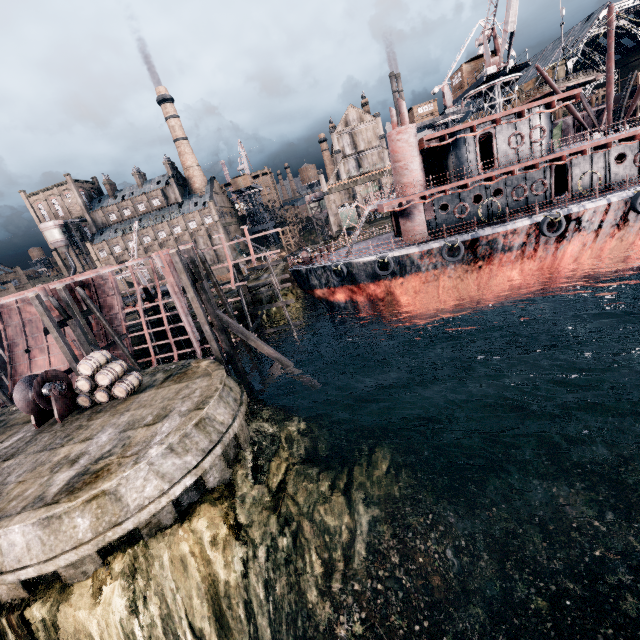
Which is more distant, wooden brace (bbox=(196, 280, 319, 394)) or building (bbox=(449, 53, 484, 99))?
building (bbox=(449, 53, 484, 99))

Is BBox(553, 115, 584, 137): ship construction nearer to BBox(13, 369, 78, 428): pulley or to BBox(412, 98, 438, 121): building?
BBox(412, 98, 438, 121): building

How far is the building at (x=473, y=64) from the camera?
40.59m

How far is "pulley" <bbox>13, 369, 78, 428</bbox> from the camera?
16.3 meters

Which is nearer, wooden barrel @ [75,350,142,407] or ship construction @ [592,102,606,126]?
wooden barrel @ [75,350,142,407]

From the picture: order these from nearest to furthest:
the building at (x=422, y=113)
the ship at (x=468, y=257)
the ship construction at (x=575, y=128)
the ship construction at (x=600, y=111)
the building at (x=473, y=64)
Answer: the ship at (x=468, y=257), the building at (x=473, y=64), the ship construction at (x=600, y=111), the ship construction at (x=575, y=128), the building at (x=422, y=113)

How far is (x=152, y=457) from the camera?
11.18m

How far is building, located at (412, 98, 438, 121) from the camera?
59.0m
